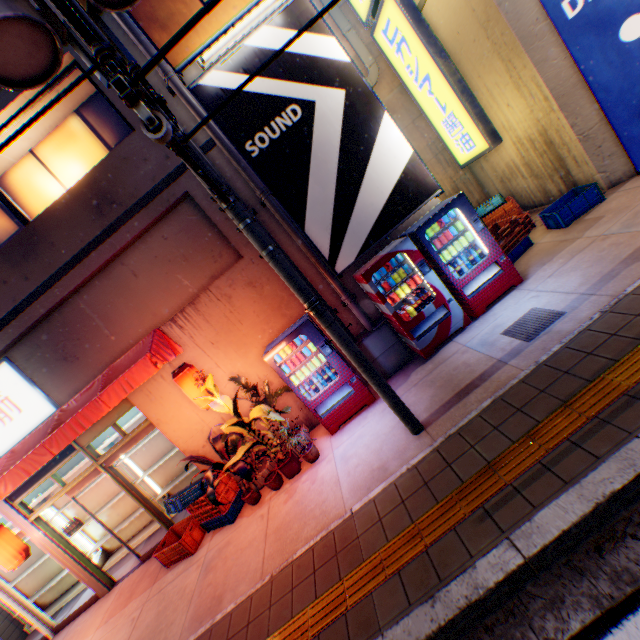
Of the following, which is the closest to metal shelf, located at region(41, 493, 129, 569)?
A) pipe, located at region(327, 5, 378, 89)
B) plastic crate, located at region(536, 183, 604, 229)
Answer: plastic crate, located at region(536, 183, 604, 229)

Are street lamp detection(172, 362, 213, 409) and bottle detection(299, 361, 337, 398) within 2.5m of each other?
yes

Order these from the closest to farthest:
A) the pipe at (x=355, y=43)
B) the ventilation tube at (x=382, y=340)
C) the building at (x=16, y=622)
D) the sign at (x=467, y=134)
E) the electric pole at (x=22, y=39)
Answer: the electric pole at (x=22, y=39) → the ventilation tube at (x=382, y=340) → the sign at (x=467, y=134) → the building at (x=16, y=622) → the pipe at (x=355, y=43)

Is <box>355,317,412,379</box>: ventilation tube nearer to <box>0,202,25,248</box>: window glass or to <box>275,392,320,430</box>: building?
<box>275,392,320,430</box>: building

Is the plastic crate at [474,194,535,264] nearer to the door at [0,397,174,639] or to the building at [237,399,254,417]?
the building at [237,399,254,417]

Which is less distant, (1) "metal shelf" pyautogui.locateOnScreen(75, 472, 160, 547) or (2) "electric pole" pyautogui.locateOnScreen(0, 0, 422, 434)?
(2) "electric pole" pyautogui.locateOnScreen(0, 0, 422, 434)

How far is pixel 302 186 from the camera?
6.2 meters

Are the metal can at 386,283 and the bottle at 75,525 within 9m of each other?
no
